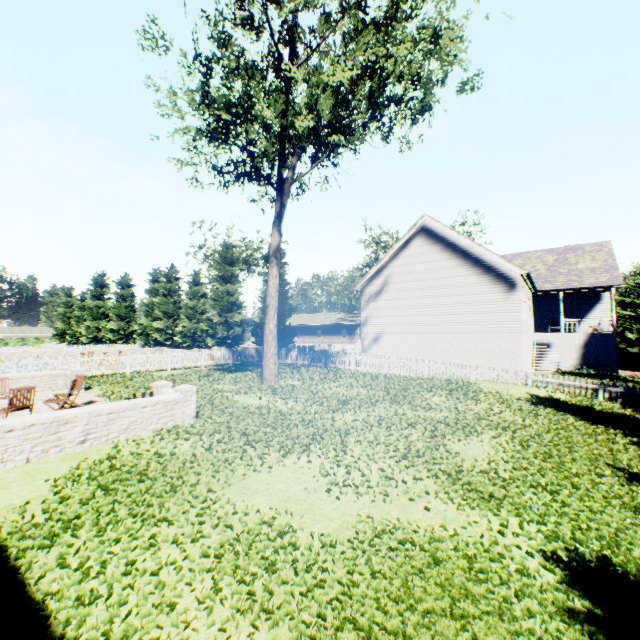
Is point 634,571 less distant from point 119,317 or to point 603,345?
point 603,345

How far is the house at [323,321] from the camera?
50.9 meters

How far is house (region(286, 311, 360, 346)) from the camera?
50.94m

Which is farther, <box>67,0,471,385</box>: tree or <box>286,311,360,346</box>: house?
<box>286,311,360,346</box>: house

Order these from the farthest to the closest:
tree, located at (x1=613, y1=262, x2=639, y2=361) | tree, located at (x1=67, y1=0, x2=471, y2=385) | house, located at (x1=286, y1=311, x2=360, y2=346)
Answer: house, located at (x1=286, y1=311, x2=360, y2=346), tree, located at (x1=613, y1=262, x2=639, y2=361), tree, located at (x1=67, y1=0, x2=471, y2=385)

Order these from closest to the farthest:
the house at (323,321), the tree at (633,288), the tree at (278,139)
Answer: the tree at (278,139) → the tree at (633,288) → the house at (323,321)

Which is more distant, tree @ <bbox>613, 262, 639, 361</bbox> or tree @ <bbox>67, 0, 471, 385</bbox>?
tree @ <bbox>613, 262, 639, 361</bbox>
